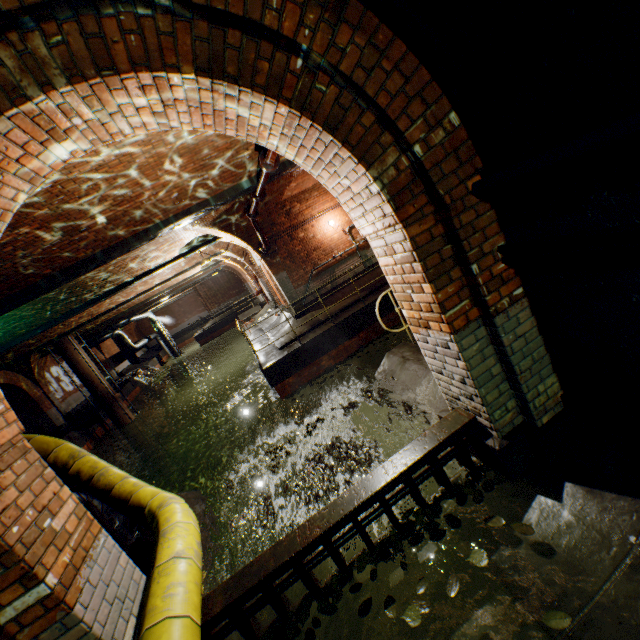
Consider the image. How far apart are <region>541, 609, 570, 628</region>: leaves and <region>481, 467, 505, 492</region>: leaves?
0.8 meters

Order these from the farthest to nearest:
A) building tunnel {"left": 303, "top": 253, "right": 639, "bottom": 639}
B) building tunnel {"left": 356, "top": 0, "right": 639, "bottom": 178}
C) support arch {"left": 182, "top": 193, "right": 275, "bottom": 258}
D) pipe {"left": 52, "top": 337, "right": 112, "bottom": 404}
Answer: pipe {"left": 52, "top": 337, "right": 112, "bottom": 404} < support arch {"left": 182, "top": 193, "right": 275, "bottom": 258} < building tunnel {"left": 303, "top": 253, "right": 639, "bottom": 639} < building tunnel {"left": 356, "top": 0, "right": 639, "bottom": 178}

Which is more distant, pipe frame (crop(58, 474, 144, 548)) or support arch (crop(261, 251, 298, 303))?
support arch (crop(261, 251, 298, 303))

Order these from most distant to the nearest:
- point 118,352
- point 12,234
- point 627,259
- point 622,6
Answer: point 118,352, point 12,234, point 627,259, point 622,6

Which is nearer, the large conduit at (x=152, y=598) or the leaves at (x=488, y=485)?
the large conduit at (x=152, y=598)

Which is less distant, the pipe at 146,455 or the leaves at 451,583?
the leaves at 451,583

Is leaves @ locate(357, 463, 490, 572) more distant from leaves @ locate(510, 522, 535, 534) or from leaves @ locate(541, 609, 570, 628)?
leaves @ locate(541, 609, 570, 628)

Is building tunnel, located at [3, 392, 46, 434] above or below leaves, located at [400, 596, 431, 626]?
A: above
